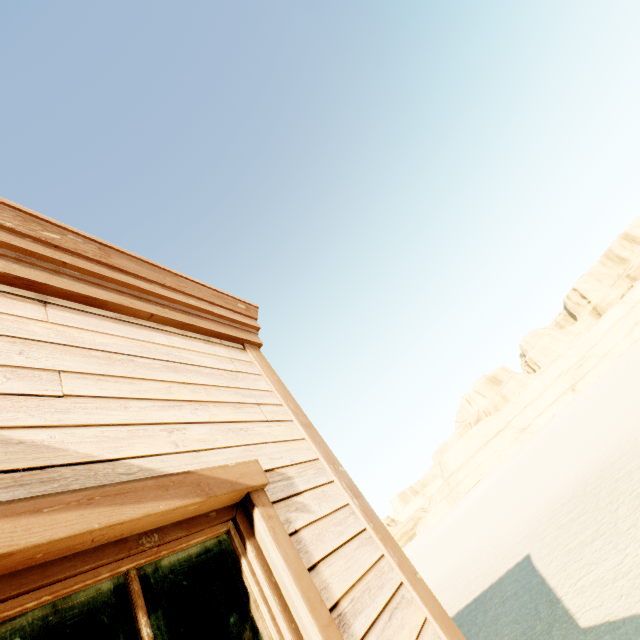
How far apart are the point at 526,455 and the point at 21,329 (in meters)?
68.42
